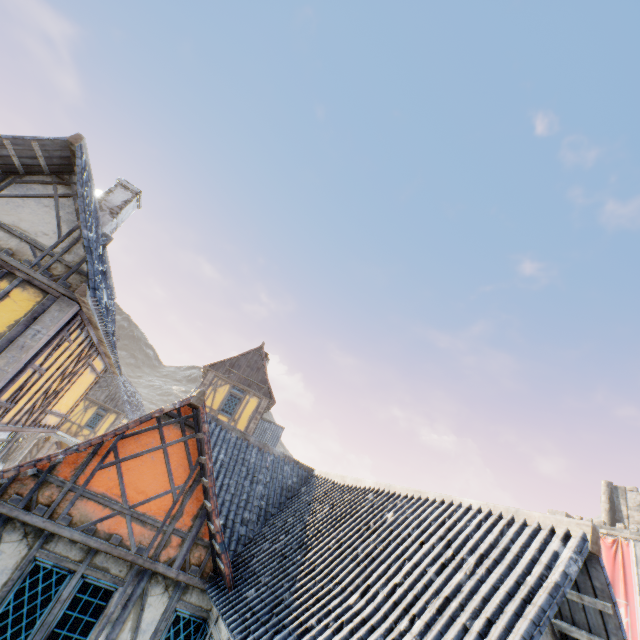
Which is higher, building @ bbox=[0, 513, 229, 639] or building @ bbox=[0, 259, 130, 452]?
building @ bbox=[0, 259, 130, 452]

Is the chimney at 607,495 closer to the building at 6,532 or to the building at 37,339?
the building at 6,532

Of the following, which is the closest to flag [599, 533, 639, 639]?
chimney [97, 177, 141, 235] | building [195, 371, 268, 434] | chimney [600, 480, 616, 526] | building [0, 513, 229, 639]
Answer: building [195, 371, 268, 434]

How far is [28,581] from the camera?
5.52m

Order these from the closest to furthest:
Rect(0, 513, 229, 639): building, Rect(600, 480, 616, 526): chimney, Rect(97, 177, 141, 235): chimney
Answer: Rect(0, 513, 229, 639): building, Rect(97, 177, 141, 235): chimney, Rect(600, 480, 616, 526): chimney

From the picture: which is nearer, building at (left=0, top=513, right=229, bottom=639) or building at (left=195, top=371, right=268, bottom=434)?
building at (left=0, top=513, right=229, bottom=639)

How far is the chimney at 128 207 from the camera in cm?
1122

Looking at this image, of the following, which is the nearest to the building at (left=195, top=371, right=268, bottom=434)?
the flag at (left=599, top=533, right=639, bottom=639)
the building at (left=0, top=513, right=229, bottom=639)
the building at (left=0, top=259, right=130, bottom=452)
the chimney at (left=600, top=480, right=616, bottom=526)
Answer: the flag at (left=599, top=533, right=639, bottom=639)
